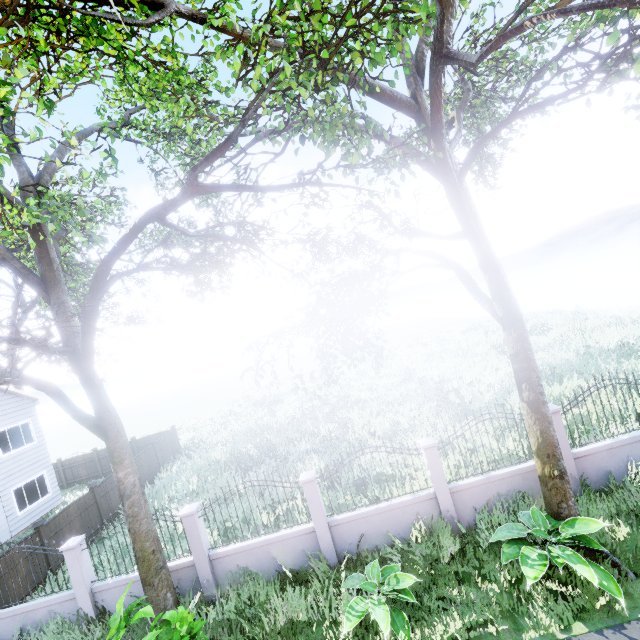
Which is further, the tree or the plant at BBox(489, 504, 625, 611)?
the plant at BBox(489, 504, 625, 611)

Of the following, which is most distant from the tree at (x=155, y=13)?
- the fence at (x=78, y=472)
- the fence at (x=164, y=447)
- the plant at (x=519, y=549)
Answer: the plant at (x=519, y=549)

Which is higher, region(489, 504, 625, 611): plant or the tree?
the tree

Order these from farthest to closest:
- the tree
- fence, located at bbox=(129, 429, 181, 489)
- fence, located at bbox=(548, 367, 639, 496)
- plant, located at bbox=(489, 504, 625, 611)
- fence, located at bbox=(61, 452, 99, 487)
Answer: fence, located at bbox=(61, 452, 99, 487) < fence, located at bbox=(129, 429, 181, 489) < fence, located at bbox=(548, 367, 639, 496) < plant, located at bbox=(489, 504, 625, 611) < the tree

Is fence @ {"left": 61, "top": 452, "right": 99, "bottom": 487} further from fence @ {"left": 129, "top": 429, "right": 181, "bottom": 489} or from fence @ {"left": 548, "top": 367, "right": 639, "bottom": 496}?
fence @ {"left": 548, "top": 367, "right": 639, "bottom": 496}

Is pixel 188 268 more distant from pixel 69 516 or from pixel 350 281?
pixel 69 516

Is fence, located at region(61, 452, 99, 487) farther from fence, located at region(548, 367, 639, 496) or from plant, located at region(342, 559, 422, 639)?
fence, located at region(548, 367, 639, 496)

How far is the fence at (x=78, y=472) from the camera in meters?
21.3 m
